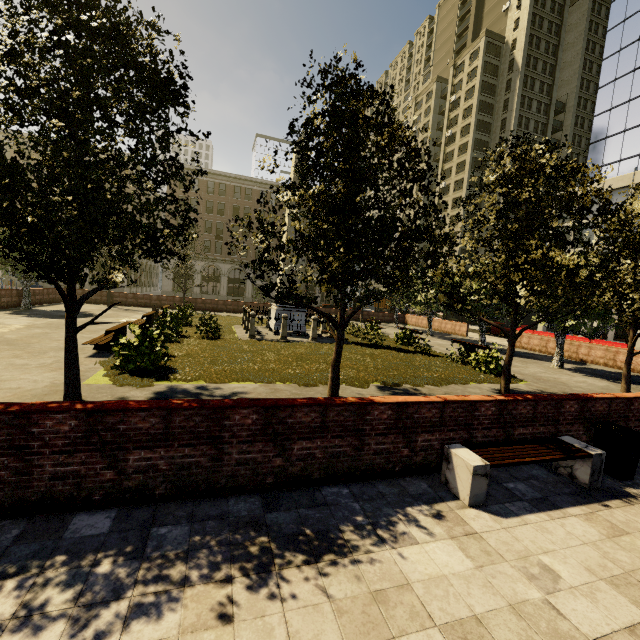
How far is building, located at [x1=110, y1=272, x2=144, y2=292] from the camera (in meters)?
47.16

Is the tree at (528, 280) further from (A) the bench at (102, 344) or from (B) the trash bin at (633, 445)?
Result: (B) the trash bin at (633, 445)

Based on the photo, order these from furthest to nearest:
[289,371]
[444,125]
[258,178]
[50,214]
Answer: [444,125] < [258,178] < [289,371] < [50,214]

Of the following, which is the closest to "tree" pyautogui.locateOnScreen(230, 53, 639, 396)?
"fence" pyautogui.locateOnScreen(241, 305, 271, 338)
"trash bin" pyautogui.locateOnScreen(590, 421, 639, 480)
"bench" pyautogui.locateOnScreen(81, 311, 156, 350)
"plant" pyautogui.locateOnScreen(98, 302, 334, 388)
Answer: "plant" pyautogui.locateOnScreen(98, 302, 334, 388)

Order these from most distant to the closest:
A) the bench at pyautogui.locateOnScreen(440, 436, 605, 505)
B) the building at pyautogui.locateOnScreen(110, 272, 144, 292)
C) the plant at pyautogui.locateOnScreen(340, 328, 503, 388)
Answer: the building at pyautogui.locateOnScreen(110, 272, 144, 292) → the plant at pyautogui.locateOnScreen(340, 328, 503, 388) → the bench at pyautogui.locateOnScreen(440, 436, 605, 505)

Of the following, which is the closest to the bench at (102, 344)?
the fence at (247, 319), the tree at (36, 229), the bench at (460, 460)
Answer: the tree at (36, 229)

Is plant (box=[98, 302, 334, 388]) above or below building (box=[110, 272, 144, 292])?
below

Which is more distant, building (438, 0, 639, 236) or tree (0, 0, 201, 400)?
building (438, 0, 639, 236)
